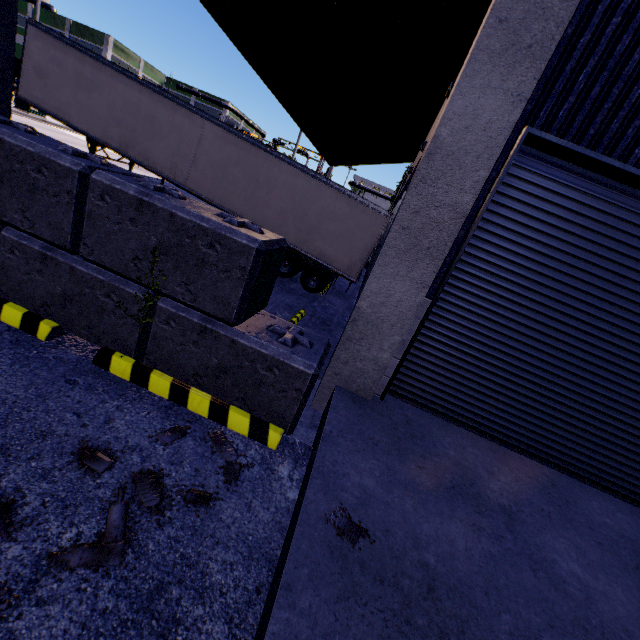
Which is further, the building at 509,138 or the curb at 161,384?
the curb at 161,384

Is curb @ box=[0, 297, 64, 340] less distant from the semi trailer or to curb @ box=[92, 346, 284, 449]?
curb @ box=[92, 346, 284, 449]

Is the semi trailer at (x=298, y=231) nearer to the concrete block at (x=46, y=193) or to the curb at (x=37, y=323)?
the concrete block at (x=46, y=193)

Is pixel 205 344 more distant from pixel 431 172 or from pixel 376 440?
pixel 431 172

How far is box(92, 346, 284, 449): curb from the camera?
3.35m

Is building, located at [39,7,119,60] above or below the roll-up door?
above

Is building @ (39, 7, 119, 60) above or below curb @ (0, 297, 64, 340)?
above

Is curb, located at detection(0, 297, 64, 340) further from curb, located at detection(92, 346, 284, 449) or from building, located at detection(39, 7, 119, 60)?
building, located at detection(39, 7, 119, 60)
